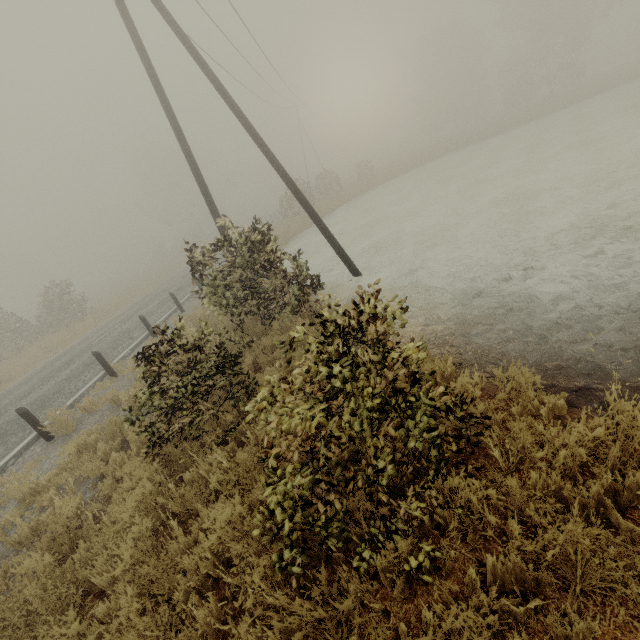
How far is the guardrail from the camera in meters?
7.5

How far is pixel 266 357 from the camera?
6.96m

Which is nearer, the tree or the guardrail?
the guardrail

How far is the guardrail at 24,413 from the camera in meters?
7.5

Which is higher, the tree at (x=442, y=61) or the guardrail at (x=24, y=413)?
the tree at (x=442, y=61)

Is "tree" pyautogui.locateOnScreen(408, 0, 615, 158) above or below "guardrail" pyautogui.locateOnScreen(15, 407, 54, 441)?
above
